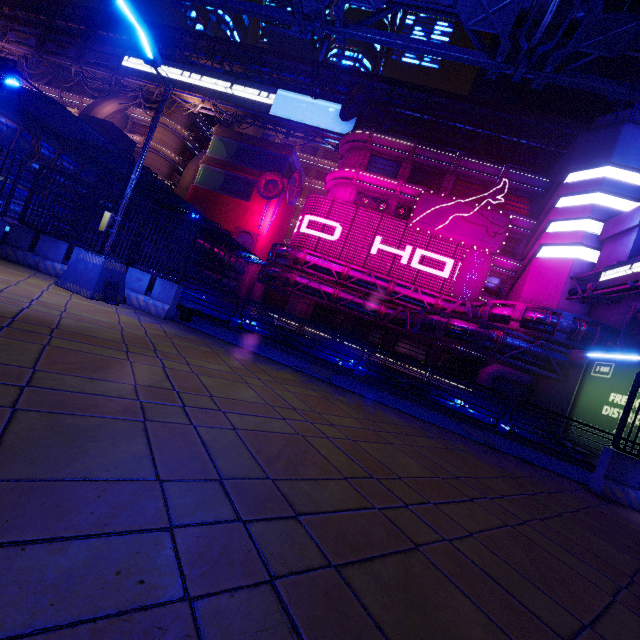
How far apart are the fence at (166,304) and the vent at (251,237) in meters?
37.8 m

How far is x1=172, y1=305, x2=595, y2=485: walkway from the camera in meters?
8.0

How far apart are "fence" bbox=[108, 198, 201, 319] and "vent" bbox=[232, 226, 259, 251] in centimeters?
3777cm

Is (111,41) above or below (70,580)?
above

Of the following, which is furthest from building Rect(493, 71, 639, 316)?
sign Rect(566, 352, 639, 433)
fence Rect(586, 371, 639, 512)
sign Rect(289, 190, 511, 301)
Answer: fence Rect(586, 371, 639, 512)

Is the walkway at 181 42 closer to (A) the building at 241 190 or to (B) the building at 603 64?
(B) the building at 603 64

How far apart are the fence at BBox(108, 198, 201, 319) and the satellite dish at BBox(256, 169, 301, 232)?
39.2 meters

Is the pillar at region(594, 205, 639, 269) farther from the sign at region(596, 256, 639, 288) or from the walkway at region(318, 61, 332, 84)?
the walkway at region(318, 61, 332, 84)
